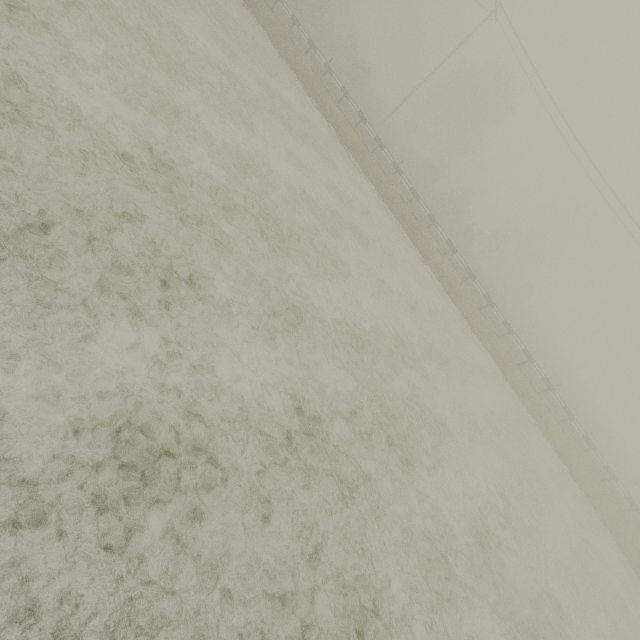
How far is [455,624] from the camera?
5.5 meters
